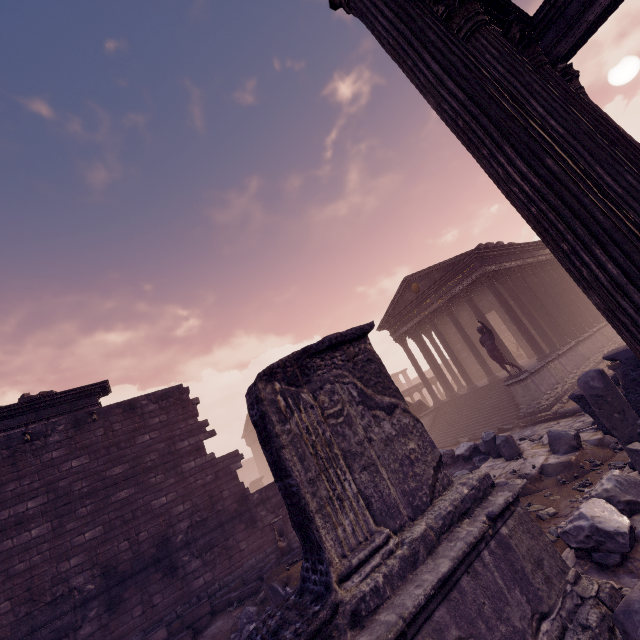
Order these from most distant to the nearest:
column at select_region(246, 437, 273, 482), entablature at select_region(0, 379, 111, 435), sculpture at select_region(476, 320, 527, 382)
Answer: column at select_region(246, 437, 273, 482) → sculpture at select_region(476, 320, 527, 382) → entablature at select_region(0, 379, 111, 435)

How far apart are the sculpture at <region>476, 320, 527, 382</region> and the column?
35.60m

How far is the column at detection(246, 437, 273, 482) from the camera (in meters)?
40.19

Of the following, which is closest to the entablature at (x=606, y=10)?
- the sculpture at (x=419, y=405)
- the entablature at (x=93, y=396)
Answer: the entablature at (x=93, y=396)

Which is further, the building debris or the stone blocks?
the stone blocks

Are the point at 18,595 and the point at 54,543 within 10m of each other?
yes

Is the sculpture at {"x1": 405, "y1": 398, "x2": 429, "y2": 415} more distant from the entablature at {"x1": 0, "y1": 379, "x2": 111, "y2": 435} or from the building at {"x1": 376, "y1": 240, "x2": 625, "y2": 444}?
the entablature at {"x1": 0, "y1": 379, "x2": 111, "y2": 435}

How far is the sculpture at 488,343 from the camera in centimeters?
1355cm
